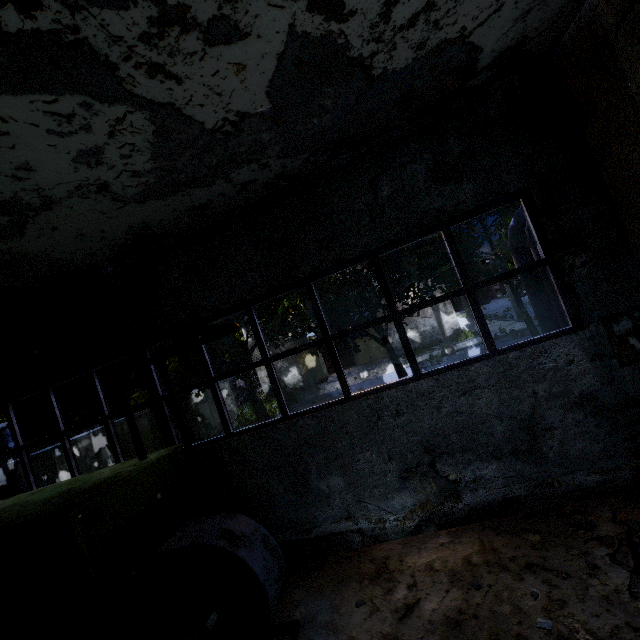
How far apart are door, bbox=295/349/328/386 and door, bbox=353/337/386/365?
2.69m

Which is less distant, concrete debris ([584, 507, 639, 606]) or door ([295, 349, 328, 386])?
concrete debris ([584, 507, 639, 606])

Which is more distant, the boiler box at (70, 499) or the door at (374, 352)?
the door at (374, 352)

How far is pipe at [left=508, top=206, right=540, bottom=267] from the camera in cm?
622

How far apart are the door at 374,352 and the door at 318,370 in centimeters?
269cm

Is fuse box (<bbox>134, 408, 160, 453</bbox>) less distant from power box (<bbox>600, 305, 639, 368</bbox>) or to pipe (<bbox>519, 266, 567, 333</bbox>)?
pipe (<bbox>519, 266, 567, 333</bbox>)

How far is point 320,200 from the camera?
5.9m

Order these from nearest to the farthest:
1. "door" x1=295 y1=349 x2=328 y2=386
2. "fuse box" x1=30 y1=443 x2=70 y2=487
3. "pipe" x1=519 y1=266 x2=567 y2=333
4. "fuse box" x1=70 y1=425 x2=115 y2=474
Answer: "pipe" x1=519 y1=266 x2=567 y2=333
"fuse box" x1=30 y1=443 x2=70 y2=487
"fuse box" x1=70 y1=425 x2=115 y2=474
"door" x1=295 y1=349 x2=328 y2=386
